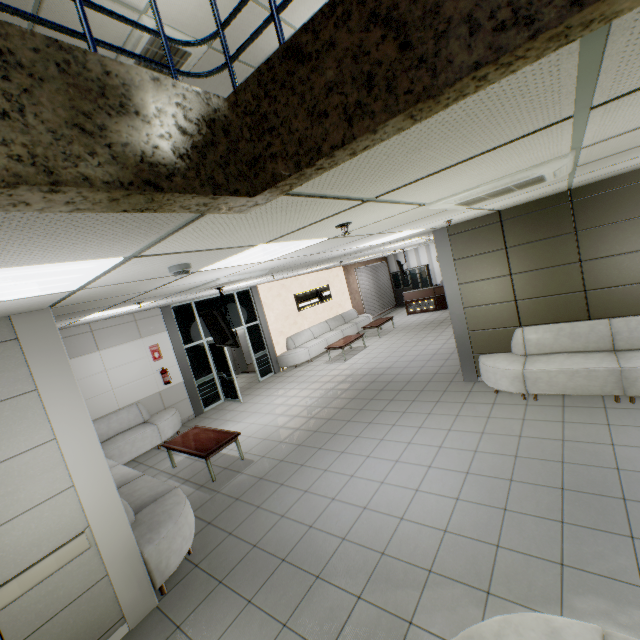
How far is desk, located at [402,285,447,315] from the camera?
15.3 meters

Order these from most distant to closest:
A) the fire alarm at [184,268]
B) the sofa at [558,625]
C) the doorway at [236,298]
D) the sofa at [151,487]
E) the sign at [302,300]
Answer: the sign at [302,300]
the doorway at [236,298]
the sofa at [151,487]
the fire alarm at [184,268]
the sofa at [558,625]

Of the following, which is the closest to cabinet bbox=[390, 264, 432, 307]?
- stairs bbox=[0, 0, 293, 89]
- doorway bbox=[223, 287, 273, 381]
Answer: doorway bbox=[223, 287, 273, 381]

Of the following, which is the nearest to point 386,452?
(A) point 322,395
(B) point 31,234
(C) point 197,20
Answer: (A) point 322,395

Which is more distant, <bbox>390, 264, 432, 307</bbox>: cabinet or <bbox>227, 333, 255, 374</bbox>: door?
<bbox>390, 264, 432, 307</bbox>: cabinet

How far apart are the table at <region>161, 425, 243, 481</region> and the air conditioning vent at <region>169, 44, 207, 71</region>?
6.2m

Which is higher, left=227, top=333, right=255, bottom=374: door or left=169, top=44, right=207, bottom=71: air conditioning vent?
left=169, top=44, right=207, bottom=71: air conditioning vent

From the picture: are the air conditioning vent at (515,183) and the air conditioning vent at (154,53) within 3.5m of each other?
no
